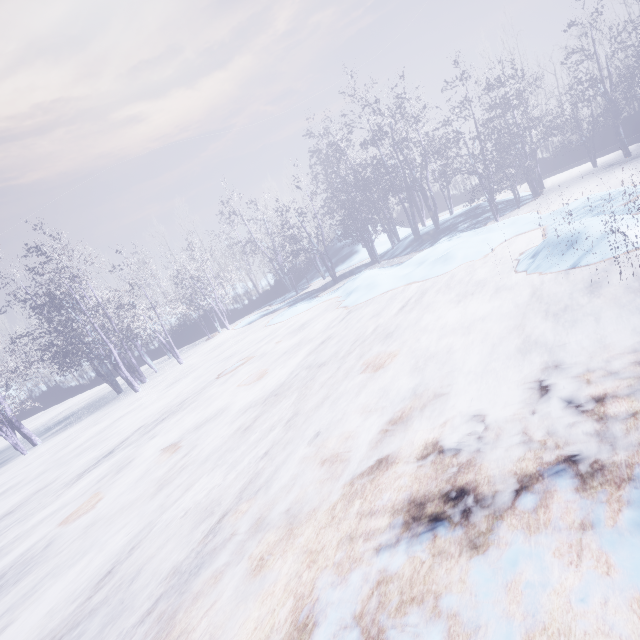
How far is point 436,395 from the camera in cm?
471
